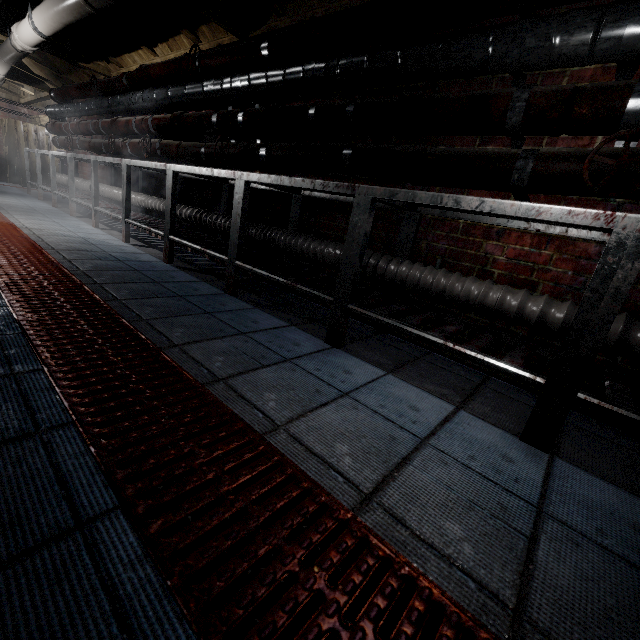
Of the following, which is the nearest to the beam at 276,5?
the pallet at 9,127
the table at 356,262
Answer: the table at 356,262

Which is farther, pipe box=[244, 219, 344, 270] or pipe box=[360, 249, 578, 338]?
pipe box=[244, 219, 344, 270]

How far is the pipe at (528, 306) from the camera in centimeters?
147cm

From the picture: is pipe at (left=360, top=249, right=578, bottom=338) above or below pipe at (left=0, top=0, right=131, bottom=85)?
below

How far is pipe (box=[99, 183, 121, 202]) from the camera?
4.42m

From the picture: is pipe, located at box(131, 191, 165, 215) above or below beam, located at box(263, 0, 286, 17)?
below

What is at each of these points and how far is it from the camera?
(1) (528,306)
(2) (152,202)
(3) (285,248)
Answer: (1) pipe, 1.5m
(2) pipe, 3.8m
(3) pipe, 2.5m

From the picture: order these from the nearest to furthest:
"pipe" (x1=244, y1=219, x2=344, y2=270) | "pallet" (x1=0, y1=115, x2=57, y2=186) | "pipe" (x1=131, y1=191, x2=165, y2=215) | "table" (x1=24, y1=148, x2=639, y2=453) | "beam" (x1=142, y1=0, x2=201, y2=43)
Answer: "table" (x1=24, y1=148, x2=639, y2=453) → "pipe" (x1=244, y1=219, x2=344, y2=270) → "beam" (x1=142, y1=0, x2=201, y2=43) → "pipe" (x1=131, y1=191, x2=165, y2=215) → "pallet" (x1=0, y1=115, x2=57, y2=186)
